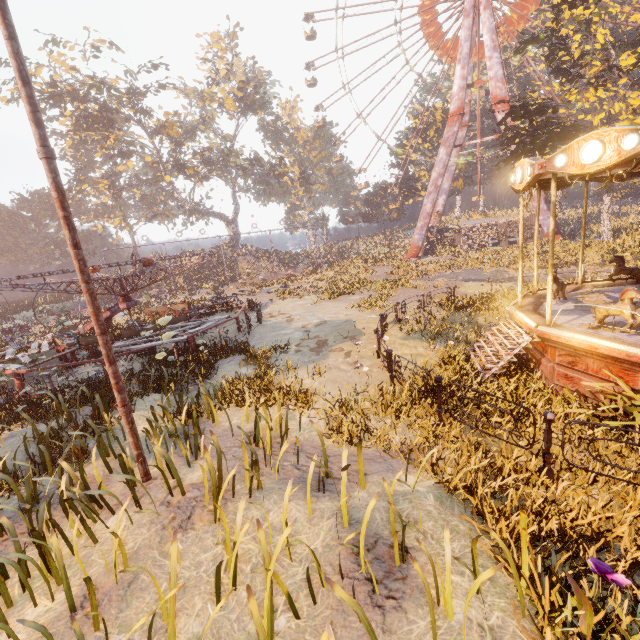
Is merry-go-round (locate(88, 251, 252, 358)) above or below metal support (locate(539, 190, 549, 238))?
below

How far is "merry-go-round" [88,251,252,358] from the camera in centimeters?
1291cm

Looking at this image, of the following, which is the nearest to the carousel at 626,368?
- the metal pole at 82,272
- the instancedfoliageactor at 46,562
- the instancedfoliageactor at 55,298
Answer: the metal pole at 82,272

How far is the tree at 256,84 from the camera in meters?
32.1 m

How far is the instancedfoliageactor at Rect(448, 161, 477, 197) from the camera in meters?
47.0

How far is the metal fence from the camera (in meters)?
4.89

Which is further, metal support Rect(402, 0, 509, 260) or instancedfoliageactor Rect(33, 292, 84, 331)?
metal support Rect(402, 0, 509, 260)

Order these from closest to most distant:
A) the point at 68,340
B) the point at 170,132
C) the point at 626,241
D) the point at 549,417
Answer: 1. the point at 549,417
2. the point at 68,340
3. the point at 626,241
4. the point at 170,132
